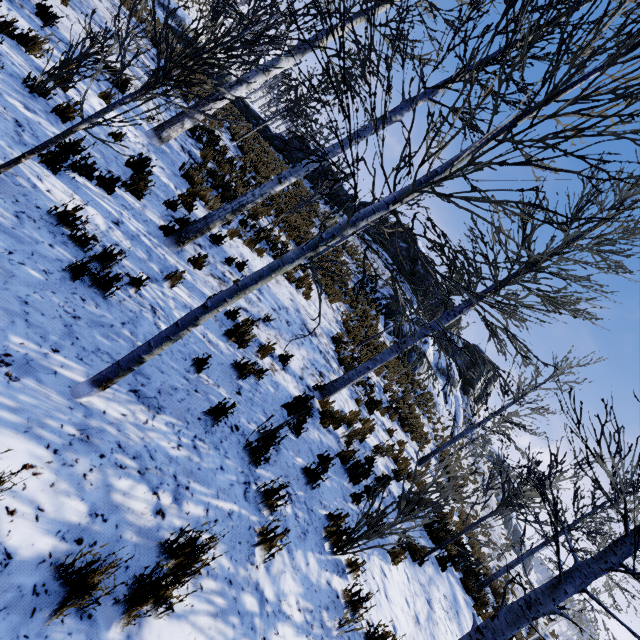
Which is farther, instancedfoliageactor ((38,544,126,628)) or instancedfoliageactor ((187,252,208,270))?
instancedfoliageactor ((187,252,208,270))

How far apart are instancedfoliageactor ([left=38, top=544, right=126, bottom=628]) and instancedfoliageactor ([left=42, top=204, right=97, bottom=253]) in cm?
334

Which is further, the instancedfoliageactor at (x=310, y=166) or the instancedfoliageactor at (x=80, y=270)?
the instancedfoliageactor at (x=80, y=270)

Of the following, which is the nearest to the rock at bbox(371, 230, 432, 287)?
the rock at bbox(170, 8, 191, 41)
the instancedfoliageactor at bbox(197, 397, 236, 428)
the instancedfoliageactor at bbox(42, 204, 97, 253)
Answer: the rock at bbox(170, 8, 191, 41)

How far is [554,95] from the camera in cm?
272

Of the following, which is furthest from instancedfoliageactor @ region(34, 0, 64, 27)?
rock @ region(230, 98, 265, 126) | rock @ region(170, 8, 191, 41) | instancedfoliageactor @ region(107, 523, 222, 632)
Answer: rock @ region(230, 98, 265, 126)

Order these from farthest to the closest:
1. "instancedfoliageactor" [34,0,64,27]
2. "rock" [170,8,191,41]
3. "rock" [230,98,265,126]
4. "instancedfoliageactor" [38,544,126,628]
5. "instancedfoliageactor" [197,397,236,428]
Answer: "rock" [230,98,265,126] < "rock" [170,8,191,41] < "instancedfoliageactor" [34,0,64,27] < "instancedfoliageactor" [197,397,236,428] < "instancedfoliageactor" [38,544,126,628]
